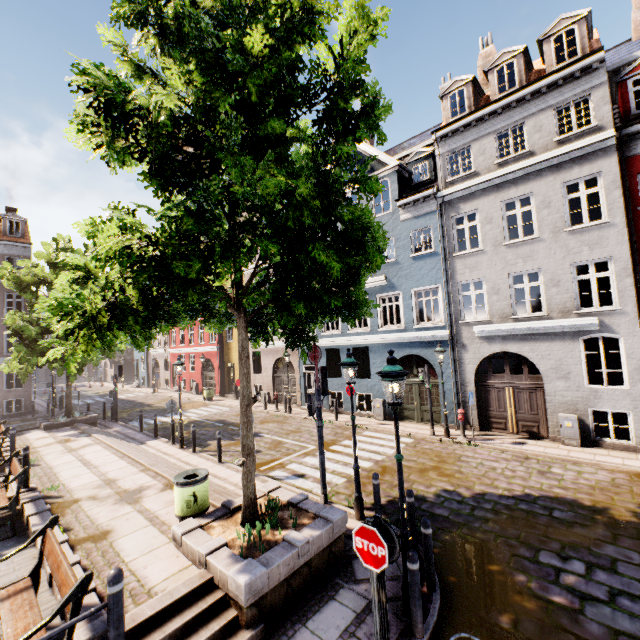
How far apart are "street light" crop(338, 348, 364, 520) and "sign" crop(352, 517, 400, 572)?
3.6 meters

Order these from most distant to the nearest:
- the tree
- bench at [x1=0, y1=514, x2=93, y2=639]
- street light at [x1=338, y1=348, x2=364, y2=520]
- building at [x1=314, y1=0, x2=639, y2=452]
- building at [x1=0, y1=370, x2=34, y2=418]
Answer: building at [x1=0, y1=370, x2=34, y2=418], building at [x1=314, y1=0, x2=639, y2=452], street light at [x1=338, y1=348, x2=364, y2=520], the tree, bench at [x1=0, y1=514, x2=93, y2=639]

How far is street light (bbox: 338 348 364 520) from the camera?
7.5m

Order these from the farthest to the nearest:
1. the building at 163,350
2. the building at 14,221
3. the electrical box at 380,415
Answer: the building at 163,350
the building at 14,221
the electrical box at 380,415

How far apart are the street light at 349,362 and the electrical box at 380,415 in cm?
888

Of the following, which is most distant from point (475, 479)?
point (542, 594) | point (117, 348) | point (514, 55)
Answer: point (117, 348)

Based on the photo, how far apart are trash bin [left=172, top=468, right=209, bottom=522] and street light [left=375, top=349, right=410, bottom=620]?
4.1 meters

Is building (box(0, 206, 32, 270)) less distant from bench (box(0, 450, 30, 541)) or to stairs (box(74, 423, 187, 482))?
stairs (box(74, 423, 187, 482))
